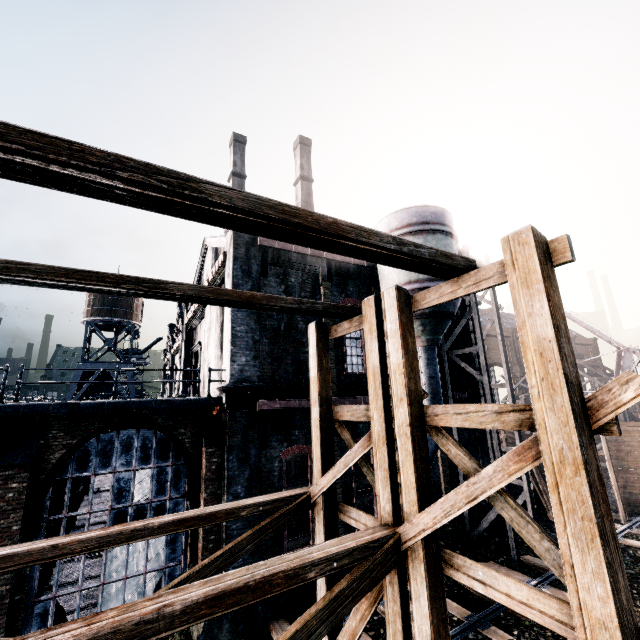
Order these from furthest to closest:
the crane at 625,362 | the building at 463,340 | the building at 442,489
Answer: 1. the crane at 625,362
2. the building at 463,340
3. the building at 442,489

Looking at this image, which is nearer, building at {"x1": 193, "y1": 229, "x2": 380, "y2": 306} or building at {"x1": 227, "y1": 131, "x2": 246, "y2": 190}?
building at {"x1": 193, "y1": 229, "x2": 380, "y2": 306}

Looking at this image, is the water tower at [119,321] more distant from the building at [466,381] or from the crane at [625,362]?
the crane at [625,362]

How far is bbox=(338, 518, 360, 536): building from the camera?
14.4 meters

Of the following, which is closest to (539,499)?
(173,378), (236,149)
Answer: (173,378)

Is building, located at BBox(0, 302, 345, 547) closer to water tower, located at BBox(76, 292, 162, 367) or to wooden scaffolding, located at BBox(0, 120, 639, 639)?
wooden scaffolding, located at BBox(0, 120, 639, 639)

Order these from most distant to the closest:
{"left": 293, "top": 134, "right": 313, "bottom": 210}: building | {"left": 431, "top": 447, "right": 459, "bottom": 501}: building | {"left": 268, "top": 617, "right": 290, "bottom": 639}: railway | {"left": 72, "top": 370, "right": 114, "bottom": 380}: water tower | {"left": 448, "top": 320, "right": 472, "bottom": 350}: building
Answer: {"left": 293, "top": 134, "right": 313, "bottom": 210}: building, {"left": 72, "top": 370, "right": 114, "bottom": 380}: water tower, {"left": 448, "top": 320, "right": 472, "bottom": 350}: building, {"left": 431, "top": 447, "right": 459, "bottom": 501}: building, {"left": 268, "top": 617, "right": 290, "bottom": 639}: railway
